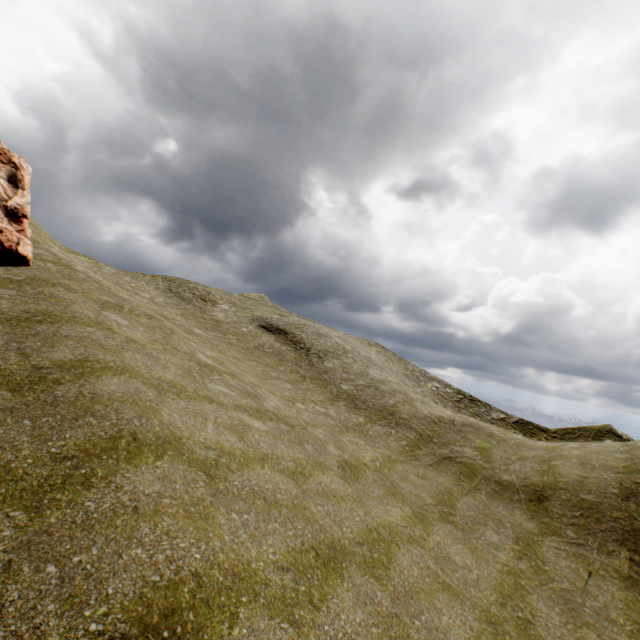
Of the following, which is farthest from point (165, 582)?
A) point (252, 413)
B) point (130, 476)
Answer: point (252, 413)
